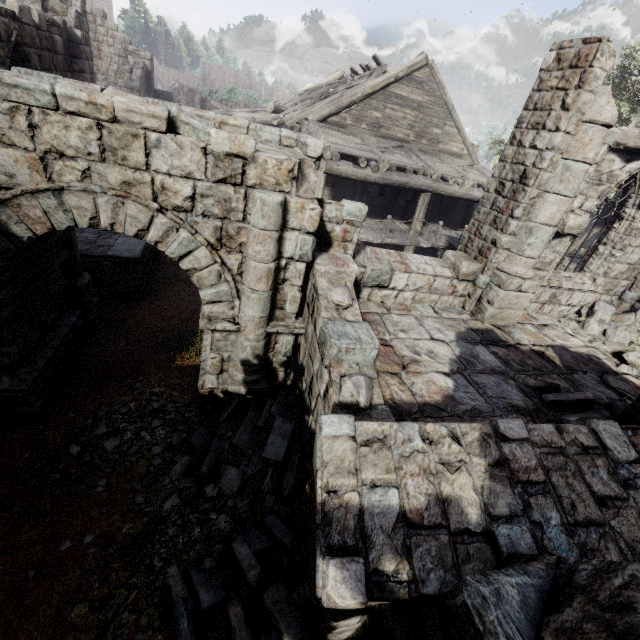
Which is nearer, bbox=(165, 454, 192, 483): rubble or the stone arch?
the stone arch

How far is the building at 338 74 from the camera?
19.5 meters

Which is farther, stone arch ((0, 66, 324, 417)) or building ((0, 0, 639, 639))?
stone arch ((0, 66, 324, 417))

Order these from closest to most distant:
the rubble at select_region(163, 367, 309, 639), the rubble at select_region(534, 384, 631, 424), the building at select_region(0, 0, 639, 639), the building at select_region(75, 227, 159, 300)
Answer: the building at select_region(0, 0, 639, 639) → the rubble at select_region(163, 367, 309, 639) → the rubble at select_region(534, 384, 631, 424) → the building at select_region(75, 227, 159, 300)

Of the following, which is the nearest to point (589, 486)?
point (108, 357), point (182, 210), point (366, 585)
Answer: point (366, 585)

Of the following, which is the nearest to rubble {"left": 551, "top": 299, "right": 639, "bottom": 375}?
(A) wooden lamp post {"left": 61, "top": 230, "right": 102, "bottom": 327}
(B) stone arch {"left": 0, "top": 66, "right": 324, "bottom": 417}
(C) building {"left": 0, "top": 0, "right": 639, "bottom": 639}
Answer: (C) building {"left": 0, "top": 0, "right": 639, "bottom": 639}

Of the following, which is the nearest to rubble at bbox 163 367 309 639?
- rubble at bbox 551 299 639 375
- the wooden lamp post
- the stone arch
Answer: the stone arch

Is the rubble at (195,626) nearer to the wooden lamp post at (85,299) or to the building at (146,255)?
the building at (146,255)
